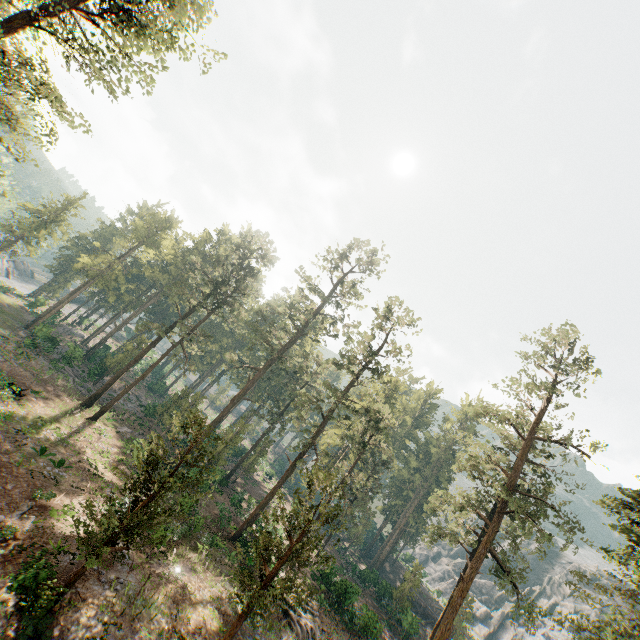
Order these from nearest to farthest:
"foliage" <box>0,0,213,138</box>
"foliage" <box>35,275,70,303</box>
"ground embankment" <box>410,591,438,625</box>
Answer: "foliage" <box>0,0,213,138</box>, "ground embankment" <box>410,591,438,625</box>, "foliage" <box>35,275,70,303</box>

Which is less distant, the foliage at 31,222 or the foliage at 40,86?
the foliage at 40,86

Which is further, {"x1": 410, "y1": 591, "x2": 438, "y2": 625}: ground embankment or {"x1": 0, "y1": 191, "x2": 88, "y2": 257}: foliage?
{"x1": 0, "y1": 191, "x2": 88, "y2": 257}: foliage

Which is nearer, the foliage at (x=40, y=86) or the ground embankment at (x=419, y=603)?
the foliage at (x=40, y=86)

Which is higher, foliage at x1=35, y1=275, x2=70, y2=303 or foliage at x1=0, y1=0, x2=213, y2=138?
foliage at x1=0, y1=0, x2=213, y2=138

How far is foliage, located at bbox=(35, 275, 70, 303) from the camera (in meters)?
58.31

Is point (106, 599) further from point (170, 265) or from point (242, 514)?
point (170, 265)

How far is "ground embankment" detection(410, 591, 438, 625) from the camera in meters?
45.9 m
